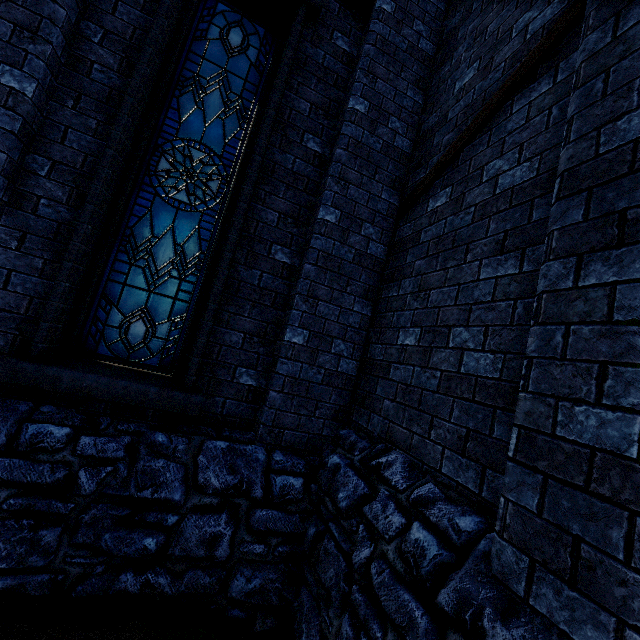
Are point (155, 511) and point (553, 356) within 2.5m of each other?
no

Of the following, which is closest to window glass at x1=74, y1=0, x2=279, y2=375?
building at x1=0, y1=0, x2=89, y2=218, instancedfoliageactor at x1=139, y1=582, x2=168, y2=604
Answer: building at x1=0, y1=0, x2=89, y2=218

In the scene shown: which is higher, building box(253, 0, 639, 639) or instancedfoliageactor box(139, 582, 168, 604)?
building box(253, 0, 639, 639)

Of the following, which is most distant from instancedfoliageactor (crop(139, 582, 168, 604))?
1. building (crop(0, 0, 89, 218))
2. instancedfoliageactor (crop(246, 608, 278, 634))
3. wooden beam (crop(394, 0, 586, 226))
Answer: wooden beam (crop(394, 0, 586, 226))

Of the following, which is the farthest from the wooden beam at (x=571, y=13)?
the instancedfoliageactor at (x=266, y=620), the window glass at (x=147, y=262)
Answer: the instancedfoliageactor at (x=266, y=620)

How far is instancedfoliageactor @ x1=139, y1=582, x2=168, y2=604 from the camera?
2.6m

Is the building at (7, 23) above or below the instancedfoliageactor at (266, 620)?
above

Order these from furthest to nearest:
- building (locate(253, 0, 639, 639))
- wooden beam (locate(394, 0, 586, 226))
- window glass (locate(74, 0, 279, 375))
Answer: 1. window glass (locate(74, 0, 279, 375))
2. wooden beam (locate(394, 0, 586, 226))
3. building (locate(253, 0, 639, 639))
